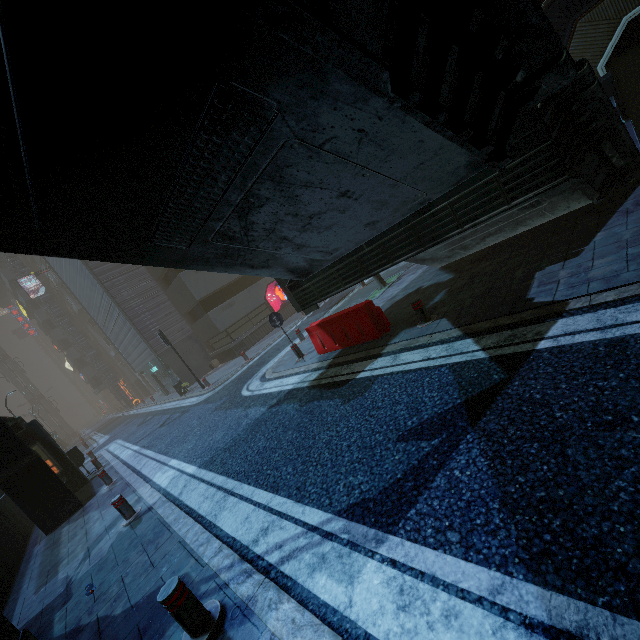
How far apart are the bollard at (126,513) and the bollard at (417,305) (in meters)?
7.38

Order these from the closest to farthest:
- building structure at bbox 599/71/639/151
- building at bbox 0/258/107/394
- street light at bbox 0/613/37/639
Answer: street light at bbox 0/613/37/639 < building structure at bbox 599/71/639/151 < building at bbox 0/258/107/394

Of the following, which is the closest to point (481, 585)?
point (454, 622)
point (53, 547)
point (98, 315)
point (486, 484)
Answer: point (454, 622)

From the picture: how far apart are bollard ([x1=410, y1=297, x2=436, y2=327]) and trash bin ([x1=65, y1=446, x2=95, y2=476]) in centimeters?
1648cm

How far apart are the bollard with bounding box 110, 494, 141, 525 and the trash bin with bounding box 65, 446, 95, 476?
10.21m

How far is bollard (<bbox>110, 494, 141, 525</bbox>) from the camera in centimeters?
691cm

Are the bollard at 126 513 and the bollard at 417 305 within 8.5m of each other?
yes

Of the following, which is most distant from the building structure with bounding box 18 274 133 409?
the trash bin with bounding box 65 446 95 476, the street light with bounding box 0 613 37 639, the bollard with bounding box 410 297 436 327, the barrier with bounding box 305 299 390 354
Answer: the bollard with bounding box 410 297 436 327
